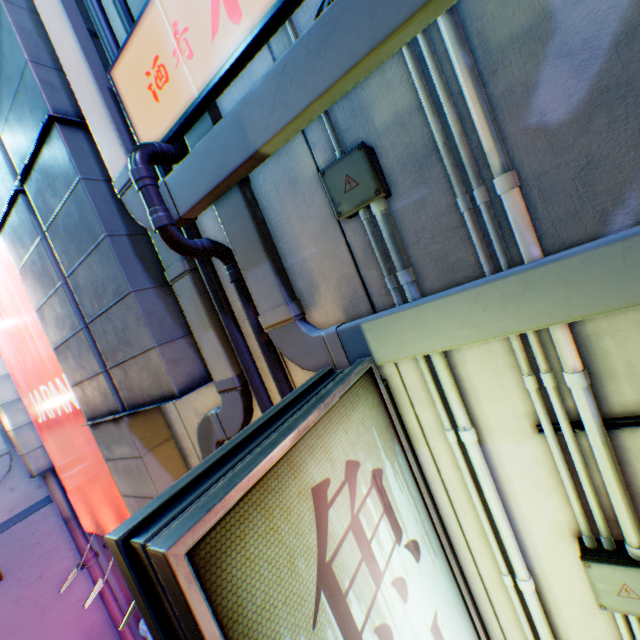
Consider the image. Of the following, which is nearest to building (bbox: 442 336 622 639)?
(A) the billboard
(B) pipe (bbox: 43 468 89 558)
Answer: (A) the billboard

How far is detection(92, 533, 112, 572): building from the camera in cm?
666

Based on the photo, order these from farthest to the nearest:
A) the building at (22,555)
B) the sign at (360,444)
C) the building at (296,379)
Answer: the building at (22,555)
the building at (296,379)
the sign at (360,444)

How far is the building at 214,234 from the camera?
2.6m

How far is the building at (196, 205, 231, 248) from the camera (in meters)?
2.62

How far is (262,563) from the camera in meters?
1.0 m

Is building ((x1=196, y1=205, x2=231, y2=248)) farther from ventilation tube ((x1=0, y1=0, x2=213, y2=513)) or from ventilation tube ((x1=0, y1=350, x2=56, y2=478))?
ventilation tube ((x1=0, y1=350, x2=56, y2=478))

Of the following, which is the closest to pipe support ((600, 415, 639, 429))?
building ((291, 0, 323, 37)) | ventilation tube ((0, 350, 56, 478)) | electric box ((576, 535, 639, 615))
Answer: building ((291, 0, 323, 37))
